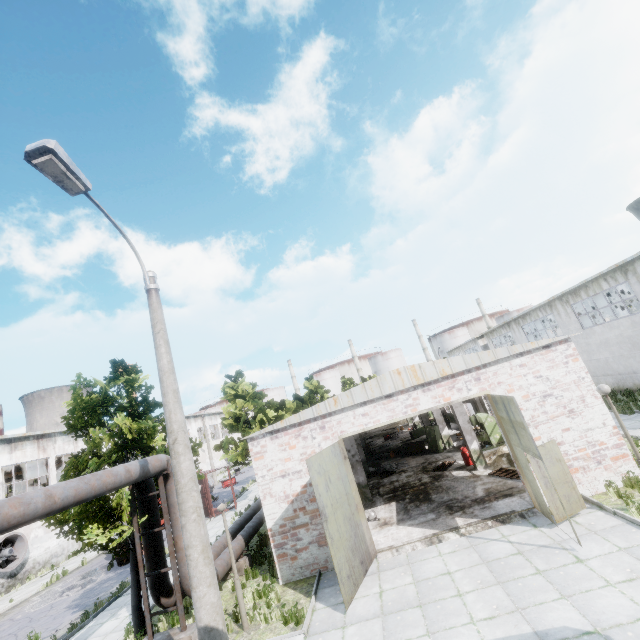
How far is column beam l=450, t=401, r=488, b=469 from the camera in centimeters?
1599cm

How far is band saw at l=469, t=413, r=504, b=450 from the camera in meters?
18.9

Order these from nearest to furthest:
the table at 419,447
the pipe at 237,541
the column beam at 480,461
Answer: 1. the pipe at 237,541
2. the column beam at 480,461
3. the table at 419,447

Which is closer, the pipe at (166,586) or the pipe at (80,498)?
the pipe at (80,498)

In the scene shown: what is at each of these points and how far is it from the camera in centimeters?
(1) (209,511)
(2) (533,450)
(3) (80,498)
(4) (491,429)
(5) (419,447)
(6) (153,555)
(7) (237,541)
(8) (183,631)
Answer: (1) truck dump body, 2419cm
(2) door, 895cm
(3) pipe, 700cm
(4) band saw, 1909cm
(5) table, 2339cm
(6) pipe, 992cm
(7) pipe, 1294cm
(8) pipe holder, 894cm

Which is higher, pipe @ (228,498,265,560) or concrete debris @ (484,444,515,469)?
pipe @ (228,498,265,560)

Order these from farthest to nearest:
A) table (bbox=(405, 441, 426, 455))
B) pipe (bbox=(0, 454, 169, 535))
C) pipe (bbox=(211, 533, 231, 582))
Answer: table (bbox=(405, 441, 426, 455))
pipe (bbox=(211, 533, 231, 582))
pipe (bbox=(0, 454, 169, 535))

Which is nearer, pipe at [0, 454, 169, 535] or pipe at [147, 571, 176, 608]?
pipe at [0, 454, 169, 535]
